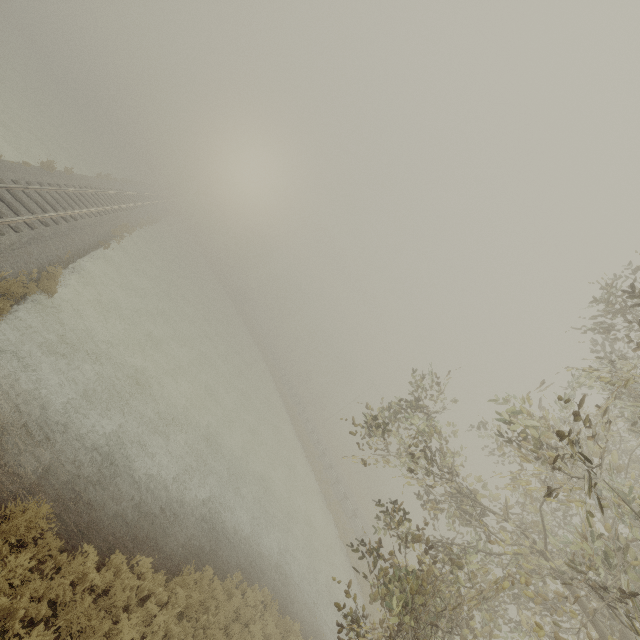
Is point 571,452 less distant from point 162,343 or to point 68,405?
point 68,405
